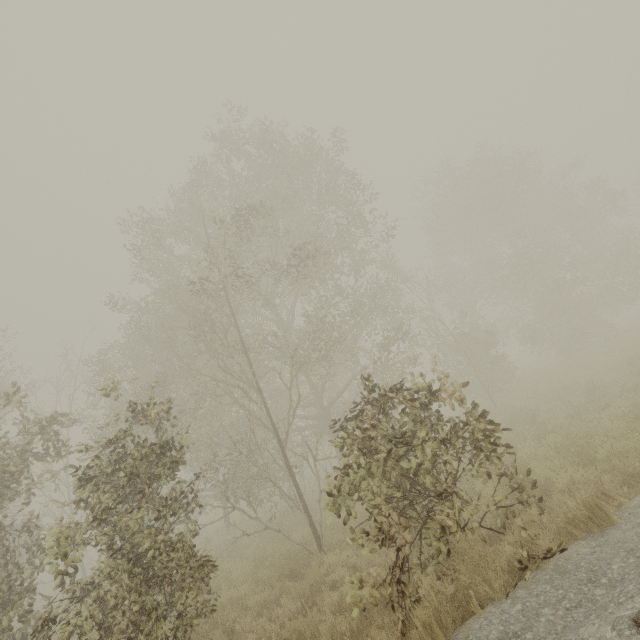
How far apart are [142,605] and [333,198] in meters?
14.1 m
